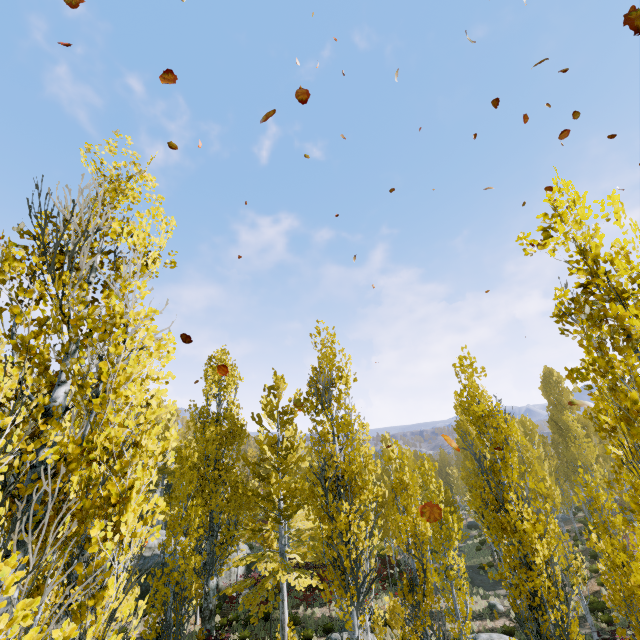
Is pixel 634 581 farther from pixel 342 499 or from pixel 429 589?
pixel 342 499
